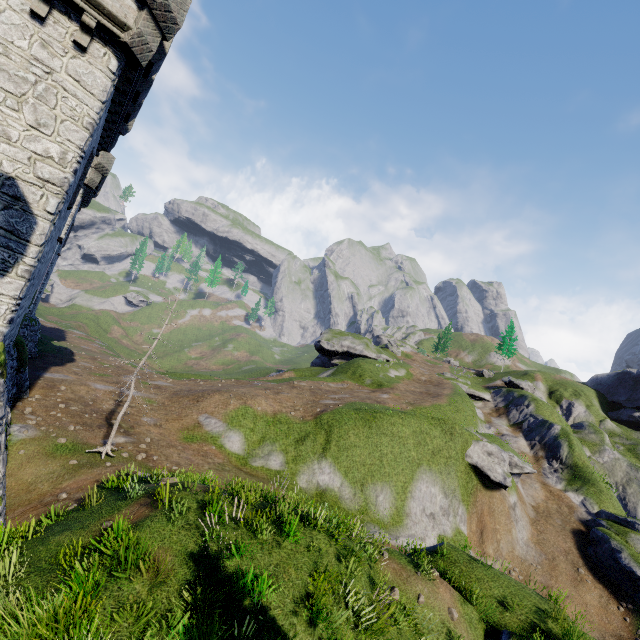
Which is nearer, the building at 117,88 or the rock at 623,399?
the building at 117,88

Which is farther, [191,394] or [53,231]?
[191,394]

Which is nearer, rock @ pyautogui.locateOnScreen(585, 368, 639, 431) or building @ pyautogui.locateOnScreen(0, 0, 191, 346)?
building @ pyautogui.locateOnScreen(0, 0, 191, 346)
